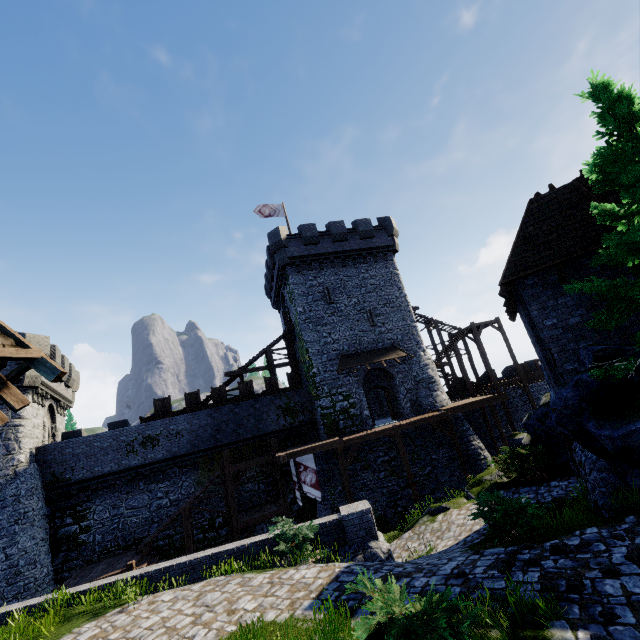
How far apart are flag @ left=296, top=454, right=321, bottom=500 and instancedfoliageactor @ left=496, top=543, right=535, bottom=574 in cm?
1457

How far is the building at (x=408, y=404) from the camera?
24.4m

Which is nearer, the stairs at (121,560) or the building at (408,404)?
the stairs at (121,560)

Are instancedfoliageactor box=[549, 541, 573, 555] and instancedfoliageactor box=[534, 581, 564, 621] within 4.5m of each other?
yes

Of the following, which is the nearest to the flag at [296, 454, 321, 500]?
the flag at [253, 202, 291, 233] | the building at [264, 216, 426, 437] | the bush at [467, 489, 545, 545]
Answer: the building at [264, 216, 426, 437]

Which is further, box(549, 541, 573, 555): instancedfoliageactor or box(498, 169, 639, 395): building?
box(498, 169, 639, 395): building

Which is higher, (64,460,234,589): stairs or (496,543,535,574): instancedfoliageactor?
(496,543,535,574): instancedfoliageactor

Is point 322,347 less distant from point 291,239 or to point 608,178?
point 291,239
